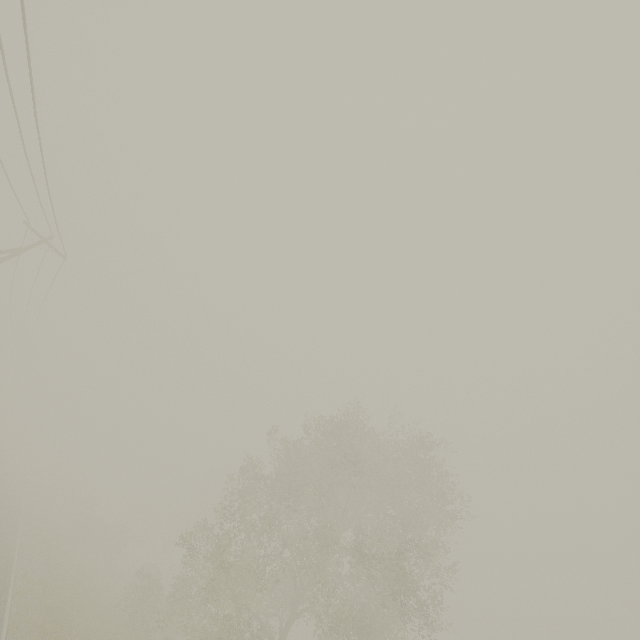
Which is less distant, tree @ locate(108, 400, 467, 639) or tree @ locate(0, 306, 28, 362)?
tree @ locate(108, 400, 467, 639)

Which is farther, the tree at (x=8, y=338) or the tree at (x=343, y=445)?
the tree at (x=8, y=338)

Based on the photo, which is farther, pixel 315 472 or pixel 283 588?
pixel 315 472
